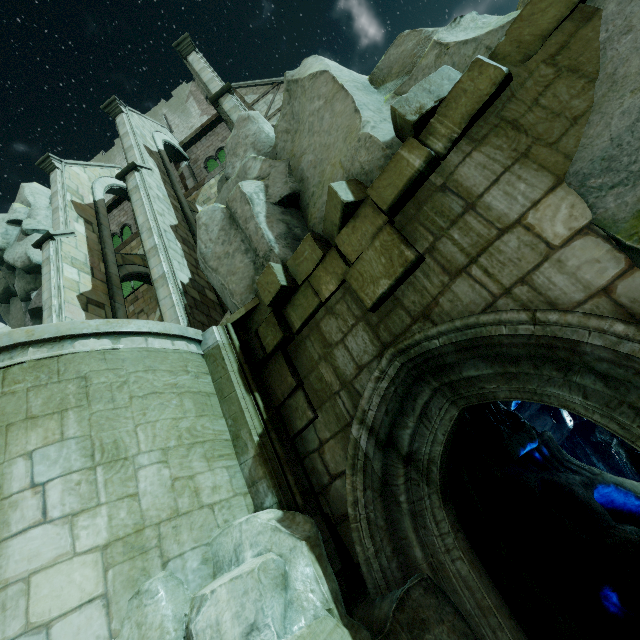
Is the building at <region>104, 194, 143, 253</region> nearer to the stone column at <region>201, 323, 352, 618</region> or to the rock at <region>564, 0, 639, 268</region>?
the rock at <region>564, 0, 639, 268</region>

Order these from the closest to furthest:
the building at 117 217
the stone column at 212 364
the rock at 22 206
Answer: the stone column at 212 364, the rock at 22 206, the building at 117 217

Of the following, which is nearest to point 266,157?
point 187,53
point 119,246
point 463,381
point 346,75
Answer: point 346,75

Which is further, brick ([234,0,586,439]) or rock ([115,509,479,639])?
brick ([234,0,586,439])

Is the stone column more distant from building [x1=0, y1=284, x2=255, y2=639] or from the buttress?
the buttress

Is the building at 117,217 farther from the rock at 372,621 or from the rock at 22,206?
the rock at 372,621

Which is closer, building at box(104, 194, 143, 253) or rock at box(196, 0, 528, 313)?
rock at box(196, 0, 528, 313)

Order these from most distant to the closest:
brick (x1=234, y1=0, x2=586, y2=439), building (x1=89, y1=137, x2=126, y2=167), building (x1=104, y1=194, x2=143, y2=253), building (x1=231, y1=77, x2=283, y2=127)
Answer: building (x1=89, y1=137, x2=126, y2=167) → building (x1=104, y1=194, x2=143, y2=253) → building (x1=231, y1=77, x2=283, y2=127) → brick (x1=234, y1=0, x2=586, y2=439)
